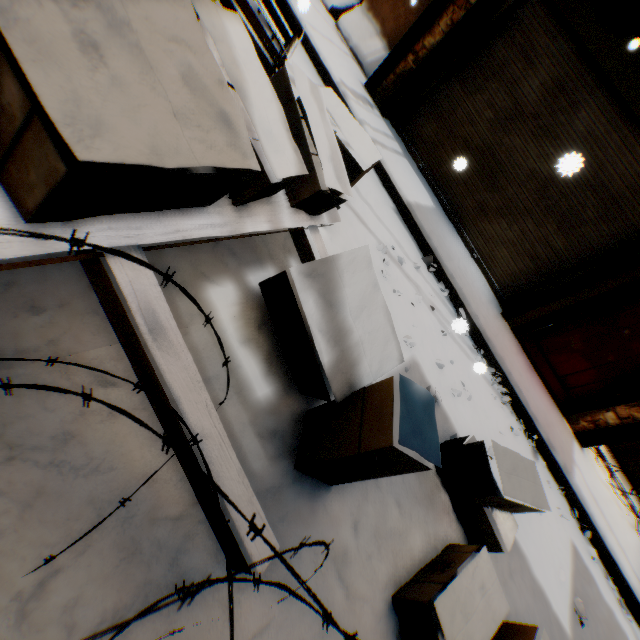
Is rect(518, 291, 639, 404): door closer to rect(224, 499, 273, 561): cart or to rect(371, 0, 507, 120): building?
rect(371, 0, 507, 120): building

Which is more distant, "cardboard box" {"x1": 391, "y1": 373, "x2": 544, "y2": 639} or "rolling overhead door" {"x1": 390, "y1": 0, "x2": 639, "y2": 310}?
"rolling overhead door" {"x1": 390, "y1": 0, "x2": 639, "y2": 310}

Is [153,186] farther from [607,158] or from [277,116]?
[607,158]

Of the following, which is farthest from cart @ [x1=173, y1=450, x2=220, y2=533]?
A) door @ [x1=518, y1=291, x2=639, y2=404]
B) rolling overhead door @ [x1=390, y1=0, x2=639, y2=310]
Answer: door @ [x1=518, y1=291, x2=639, y2=404]

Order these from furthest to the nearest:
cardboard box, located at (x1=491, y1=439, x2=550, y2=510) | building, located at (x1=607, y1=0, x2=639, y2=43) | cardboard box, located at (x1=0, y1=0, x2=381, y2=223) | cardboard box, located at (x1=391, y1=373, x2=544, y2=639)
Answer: building, located at (x1=607, y1=0, x2=639, y2=43), cardboard box, located at (x1=491, y1=439, x2=550, y2=510), cardboard box, located at (x1=391, y1=373, x2=544, y2=639), cardboard box, located at (x1=0, y1=0, x2=381, y2=223)

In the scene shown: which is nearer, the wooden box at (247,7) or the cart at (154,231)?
the cart at (154,231)

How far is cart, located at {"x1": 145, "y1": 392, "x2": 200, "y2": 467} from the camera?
1.1m

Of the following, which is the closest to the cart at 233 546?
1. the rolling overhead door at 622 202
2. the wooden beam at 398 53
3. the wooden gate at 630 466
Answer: the wooden beam at 398 53
